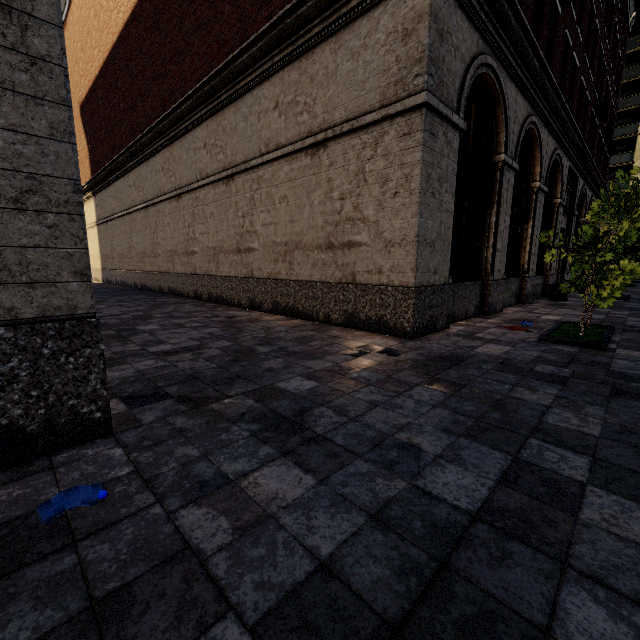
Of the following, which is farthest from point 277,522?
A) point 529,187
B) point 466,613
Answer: point 529,187

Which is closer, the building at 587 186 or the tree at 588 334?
the building at 587 186

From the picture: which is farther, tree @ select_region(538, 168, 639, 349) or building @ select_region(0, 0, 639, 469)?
tree @ select_region(538, 168, 639, 349)
